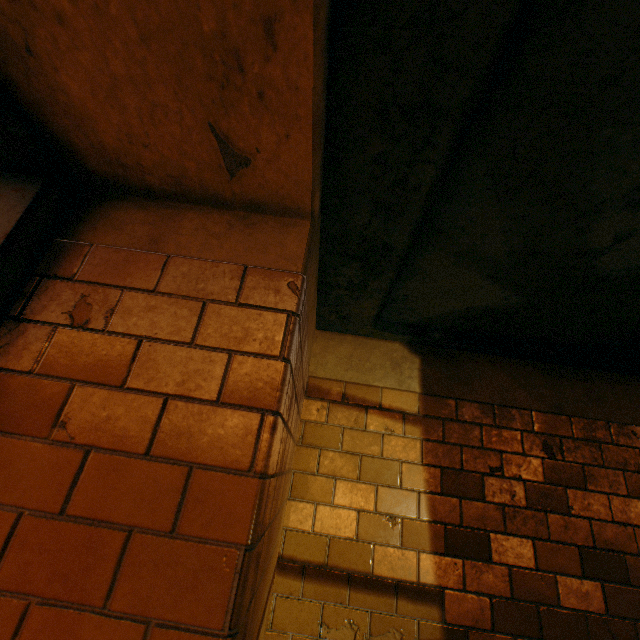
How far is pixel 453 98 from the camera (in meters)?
0.82

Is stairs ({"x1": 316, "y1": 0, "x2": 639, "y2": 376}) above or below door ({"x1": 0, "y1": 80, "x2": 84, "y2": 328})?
above

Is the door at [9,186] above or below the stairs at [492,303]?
below
